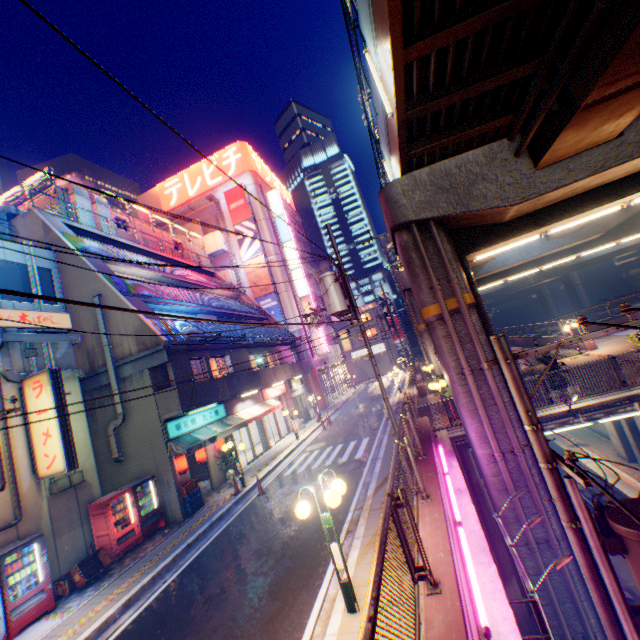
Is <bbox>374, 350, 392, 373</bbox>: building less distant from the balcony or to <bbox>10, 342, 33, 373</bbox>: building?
the balcony

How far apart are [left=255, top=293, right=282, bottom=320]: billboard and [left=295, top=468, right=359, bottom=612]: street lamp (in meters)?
28.60

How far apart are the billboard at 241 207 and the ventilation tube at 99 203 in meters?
16.4

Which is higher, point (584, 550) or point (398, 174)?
point (398, 174)

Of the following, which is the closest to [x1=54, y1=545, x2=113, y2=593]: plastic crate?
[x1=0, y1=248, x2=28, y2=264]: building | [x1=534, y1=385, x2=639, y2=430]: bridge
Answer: [x1=0, y1=248, x2=28, y2=264]: building

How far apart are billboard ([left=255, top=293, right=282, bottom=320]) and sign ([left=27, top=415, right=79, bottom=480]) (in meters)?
24.10

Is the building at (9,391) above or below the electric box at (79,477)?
above

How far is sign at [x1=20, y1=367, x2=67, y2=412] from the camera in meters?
10.5 m
